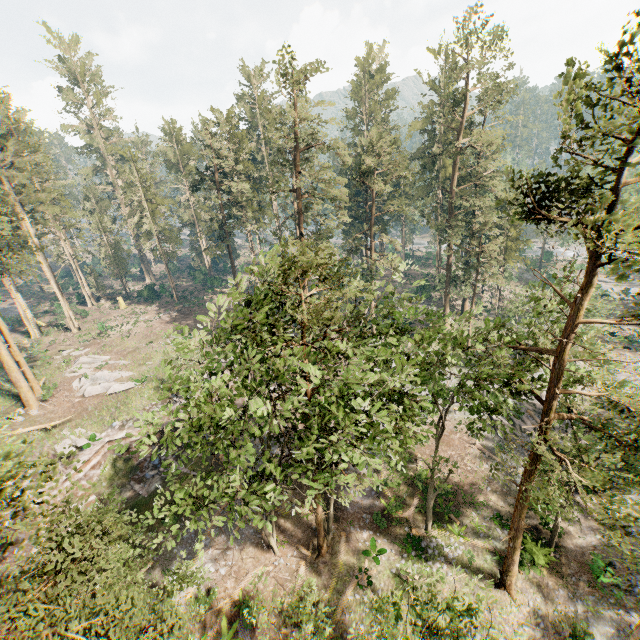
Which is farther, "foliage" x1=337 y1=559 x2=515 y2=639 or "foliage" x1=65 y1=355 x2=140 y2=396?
"foliage" x1=65 y1=355 x2=140 y2=396

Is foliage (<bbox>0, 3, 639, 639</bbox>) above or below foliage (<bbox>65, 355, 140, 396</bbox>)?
above

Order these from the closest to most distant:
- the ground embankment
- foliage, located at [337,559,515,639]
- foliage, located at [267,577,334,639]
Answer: foliage, located at [337,559,515,639]
foliage, located at [267,577,334,639]
the ground embankment

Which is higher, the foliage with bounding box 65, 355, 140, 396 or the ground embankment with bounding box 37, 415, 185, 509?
the foliage with bounding box 65, 355, 140, 396

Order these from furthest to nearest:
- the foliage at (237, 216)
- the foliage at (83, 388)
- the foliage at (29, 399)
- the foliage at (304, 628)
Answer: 1. the foliage at (83, 388)
2. the foliage at (29, 399)
3. the foliage at (304, 628)
4. the foliage at (237, 216)

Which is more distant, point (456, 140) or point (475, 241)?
point (475, 241)

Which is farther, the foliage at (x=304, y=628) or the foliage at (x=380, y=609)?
the foliage at (x=304, y=628)

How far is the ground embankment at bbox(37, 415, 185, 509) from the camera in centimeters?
2408cm
